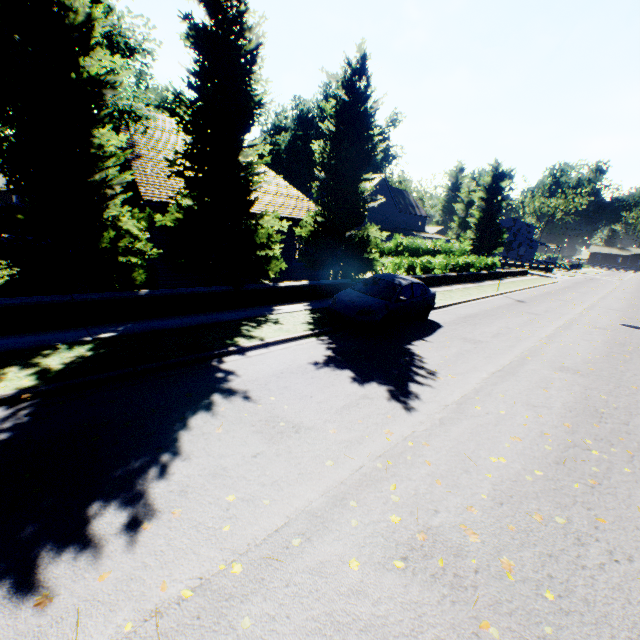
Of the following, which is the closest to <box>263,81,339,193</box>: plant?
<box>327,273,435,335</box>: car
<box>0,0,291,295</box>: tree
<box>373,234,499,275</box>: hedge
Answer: <box>0,0,291,295</box>: tree

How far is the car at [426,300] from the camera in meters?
9.8 m

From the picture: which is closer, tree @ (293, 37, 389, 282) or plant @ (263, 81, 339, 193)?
tree @ (293, 37, 389, 282)

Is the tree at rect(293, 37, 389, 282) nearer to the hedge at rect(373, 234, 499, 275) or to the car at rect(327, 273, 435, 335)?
the hedge at rect(373, 234, 499, 275)

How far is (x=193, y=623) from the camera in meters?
2.5

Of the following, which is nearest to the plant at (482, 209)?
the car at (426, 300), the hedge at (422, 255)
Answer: the hedge at (422, 255)

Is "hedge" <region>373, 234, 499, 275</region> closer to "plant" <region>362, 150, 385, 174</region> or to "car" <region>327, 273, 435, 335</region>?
"plant" <region>362, 150, 385, 174</region>

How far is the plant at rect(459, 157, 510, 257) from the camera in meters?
50.2 m
